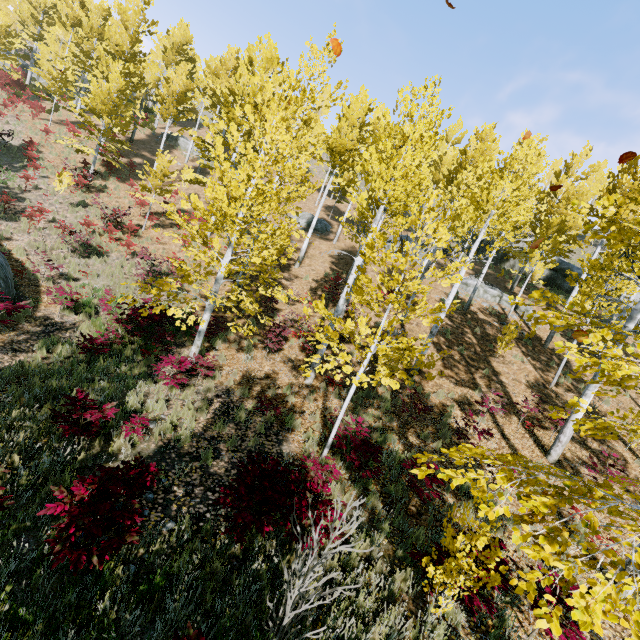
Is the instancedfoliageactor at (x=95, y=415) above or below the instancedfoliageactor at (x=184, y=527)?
above

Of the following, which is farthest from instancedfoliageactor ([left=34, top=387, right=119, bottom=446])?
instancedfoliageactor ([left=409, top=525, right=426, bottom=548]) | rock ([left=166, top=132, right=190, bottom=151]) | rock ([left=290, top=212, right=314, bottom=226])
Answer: rock ([left=290, top=212, right=314, bottom=226])

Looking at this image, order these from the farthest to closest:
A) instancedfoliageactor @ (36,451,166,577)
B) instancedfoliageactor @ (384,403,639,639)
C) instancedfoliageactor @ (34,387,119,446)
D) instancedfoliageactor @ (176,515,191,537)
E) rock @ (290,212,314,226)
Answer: rock @ (290,212,314,226) → instancedfoliageactor @ (34,387,119,446) → instancedfoliageactor @ (176,515,191,537) → instancedfoliageactor @ (36,451,166,577) → instancedfoliageactor @ (384,403,639,639)

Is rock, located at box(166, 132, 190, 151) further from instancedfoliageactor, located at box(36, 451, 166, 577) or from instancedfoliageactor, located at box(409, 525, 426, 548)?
instancedfoliageactor, located at box(409, 525, 426, 548)

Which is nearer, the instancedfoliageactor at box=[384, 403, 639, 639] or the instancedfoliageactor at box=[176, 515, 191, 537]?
the instancedfoliageactor at box=[384, 403, 639, 639]

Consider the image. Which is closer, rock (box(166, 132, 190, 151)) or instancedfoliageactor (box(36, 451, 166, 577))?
instancedfoliageactor (box(36, 451, 166, 577))

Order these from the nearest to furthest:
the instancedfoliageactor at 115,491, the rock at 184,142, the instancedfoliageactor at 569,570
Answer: the instancedfoliageactor at 569,570
the instancedfoliageactor at 115,491
the rock at 184,142

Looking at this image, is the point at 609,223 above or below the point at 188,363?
above
